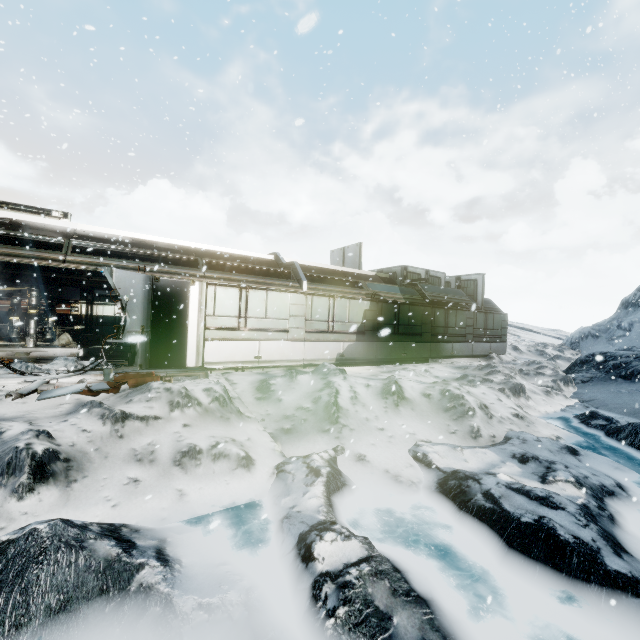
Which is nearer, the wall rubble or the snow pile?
the wall rubble

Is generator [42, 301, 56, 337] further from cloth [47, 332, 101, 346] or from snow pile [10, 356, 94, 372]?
snow pile [10, 356, 94, 372]

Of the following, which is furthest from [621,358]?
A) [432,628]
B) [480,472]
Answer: [432,628]

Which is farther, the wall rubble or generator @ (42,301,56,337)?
generator @ (42,301,56,337)

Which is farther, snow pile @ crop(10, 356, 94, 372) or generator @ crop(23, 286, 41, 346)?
generator @ crop(23, 286, 41, 346)

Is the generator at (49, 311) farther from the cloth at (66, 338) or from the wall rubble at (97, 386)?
the wall rubble at (97, 386)

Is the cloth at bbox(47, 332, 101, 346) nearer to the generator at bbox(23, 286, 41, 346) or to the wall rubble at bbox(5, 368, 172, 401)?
the generator at bbox(23, 286, 41, 346)

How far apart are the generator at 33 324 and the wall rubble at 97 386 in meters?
7.6 m
